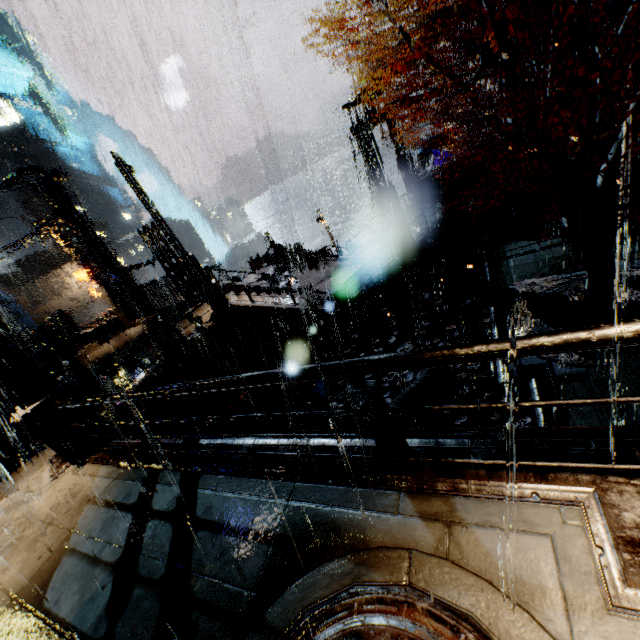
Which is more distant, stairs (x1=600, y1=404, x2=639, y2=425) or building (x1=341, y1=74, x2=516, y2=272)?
building (x1=341, y1=74, x2=516, y2=272)

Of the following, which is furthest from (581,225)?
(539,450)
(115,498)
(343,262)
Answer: (343,262)

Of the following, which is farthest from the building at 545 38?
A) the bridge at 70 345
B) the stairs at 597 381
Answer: the stairs at 597 381

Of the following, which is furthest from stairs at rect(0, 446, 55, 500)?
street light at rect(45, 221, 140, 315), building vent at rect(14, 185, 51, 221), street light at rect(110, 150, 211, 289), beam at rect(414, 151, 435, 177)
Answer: building vent at rect(14, 185, 51, 221)

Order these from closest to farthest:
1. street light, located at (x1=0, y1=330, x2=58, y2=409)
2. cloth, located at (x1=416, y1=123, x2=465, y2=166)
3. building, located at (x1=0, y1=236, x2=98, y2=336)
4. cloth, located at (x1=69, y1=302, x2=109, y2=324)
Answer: street light, located at (x1=0, y1=330, x2=58, y2=409) < cloth, located at (x1=416, y1=123, x2=465, y2=166) < building, located at (x1=0, y1=236, x2=98, y2=336) < cloth, located at (x1=69, y1=302, x2=109, y2=324)

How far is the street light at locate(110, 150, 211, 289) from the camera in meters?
12.0 m

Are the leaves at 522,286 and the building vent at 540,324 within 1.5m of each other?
yes

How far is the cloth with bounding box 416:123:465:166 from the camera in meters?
29.3
